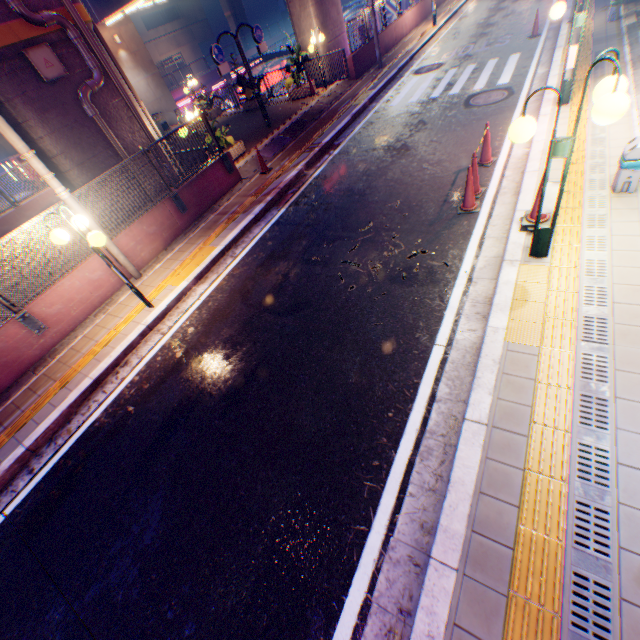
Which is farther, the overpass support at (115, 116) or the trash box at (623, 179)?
the overpass support at (115, 116)

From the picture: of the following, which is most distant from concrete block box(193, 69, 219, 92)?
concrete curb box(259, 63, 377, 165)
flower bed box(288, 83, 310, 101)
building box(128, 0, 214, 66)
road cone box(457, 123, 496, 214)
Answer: road cone box(457, 123, 496, 214)

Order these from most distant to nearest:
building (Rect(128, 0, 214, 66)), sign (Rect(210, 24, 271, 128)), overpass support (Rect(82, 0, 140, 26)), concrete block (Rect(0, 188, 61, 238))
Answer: building (Rect(128, 0, 214, 66)) → overpass support (Rect(82, 0, 140, 26)) → concrete block (Rect(0, 188, 61, 238)) → sign (Rect(210, 24, 271, 128))

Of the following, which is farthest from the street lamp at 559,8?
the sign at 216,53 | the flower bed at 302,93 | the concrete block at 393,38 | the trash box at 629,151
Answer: the flower bed at 302,93

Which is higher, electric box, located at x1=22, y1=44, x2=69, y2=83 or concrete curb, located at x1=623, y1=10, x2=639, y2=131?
A: electric box, located at x1=22, y1=44, x2=69, y2=83

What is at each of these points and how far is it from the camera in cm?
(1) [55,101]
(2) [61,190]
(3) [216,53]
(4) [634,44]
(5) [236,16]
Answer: (1) overpass support, 769
(2) electric pole, 662
(3) sign, 1135
(4) concrete curb, 884
(5) overpass support, 4650

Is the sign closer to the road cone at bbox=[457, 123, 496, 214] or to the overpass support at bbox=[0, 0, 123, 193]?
the overpass support at bbox=[0, 0, 123, 193]

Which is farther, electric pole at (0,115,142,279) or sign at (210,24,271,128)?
sign at (210,24,271,128)
